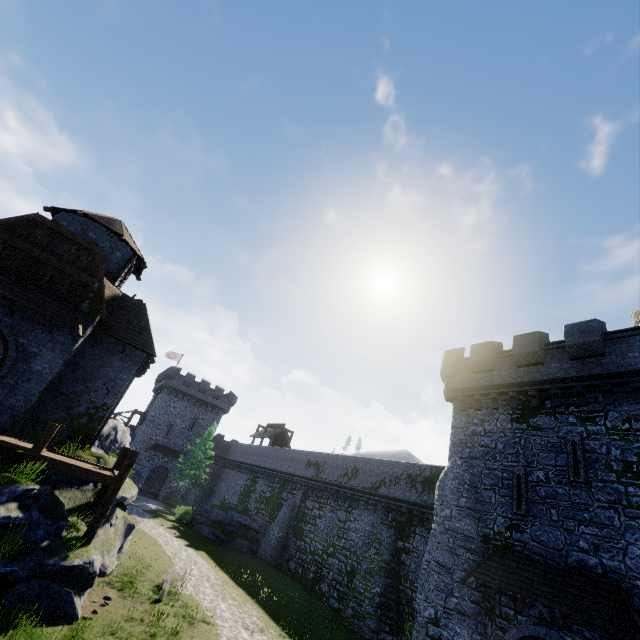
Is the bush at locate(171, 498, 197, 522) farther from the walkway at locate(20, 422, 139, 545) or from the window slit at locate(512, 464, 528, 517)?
the window slit at locate(512, 464, 528, 517)

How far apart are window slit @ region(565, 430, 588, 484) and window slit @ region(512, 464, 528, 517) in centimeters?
156cm

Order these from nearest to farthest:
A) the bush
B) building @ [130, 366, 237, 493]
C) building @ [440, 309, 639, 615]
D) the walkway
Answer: the walkway → building @ [440, 309, 639, 615] → the bush → building @ [130, 366, 237, 493]

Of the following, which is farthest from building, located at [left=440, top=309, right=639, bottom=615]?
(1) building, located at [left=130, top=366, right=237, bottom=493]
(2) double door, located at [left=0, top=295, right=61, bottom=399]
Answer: (1) building, located at [left=130, top=366, right=237, bottom=493]

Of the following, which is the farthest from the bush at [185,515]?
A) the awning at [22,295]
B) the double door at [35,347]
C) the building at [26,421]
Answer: the awning at [22,295]

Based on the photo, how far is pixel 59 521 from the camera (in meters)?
10.95

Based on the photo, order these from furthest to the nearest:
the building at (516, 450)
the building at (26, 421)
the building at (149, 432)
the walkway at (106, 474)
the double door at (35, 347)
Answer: the building at (149, 432) → the building at (26, 421) → the double door at (35, 347) → the building at (516, 450) → the walkway at (106, 474)

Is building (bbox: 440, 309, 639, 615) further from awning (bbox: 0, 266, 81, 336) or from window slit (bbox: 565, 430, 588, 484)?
awning (bbox: 0, 266, 81, 336)
